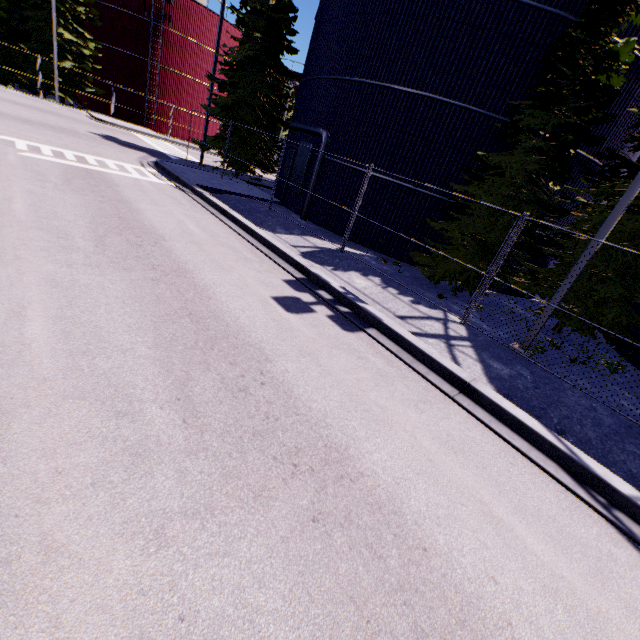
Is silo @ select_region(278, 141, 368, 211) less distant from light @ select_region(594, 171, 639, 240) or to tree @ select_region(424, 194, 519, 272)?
tree @ select_region(424, 194, 519, 272)

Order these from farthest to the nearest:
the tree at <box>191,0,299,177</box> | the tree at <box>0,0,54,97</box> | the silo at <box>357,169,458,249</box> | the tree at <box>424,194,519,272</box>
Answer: the tree at <box>0,0,54,97</box>, the tree at <box>191,0,299,177</box>, the silo at <box>357,169,458,249</box>, the tree at <box>424,194,519,272</box>

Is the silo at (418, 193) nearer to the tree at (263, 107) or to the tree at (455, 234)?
the tree at (455, 234)

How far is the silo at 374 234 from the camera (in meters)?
13.95

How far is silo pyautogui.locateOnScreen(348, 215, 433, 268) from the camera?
13.9m

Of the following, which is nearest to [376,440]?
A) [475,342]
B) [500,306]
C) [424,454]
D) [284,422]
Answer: [424,454]

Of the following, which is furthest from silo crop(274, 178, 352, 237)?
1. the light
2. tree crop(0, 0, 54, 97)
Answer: tree crop(0, 0, 54, 97)
